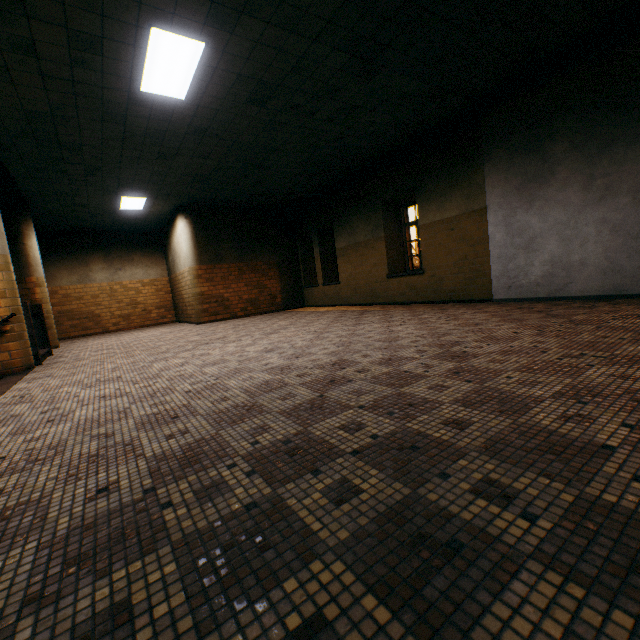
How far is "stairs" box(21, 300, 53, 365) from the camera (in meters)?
5.87

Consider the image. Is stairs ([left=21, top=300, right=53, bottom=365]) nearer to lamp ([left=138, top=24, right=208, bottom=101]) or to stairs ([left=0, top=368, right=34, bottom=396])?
stairs ([left=0, top=368, right=34, bottom=396])

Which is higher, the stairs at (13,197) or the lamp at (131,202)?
the lamp at (131,202)

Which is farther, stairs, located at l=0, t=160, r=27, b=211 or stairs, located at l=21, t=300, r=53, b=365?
stairs, located at l=0, t=160, r=27, b=211

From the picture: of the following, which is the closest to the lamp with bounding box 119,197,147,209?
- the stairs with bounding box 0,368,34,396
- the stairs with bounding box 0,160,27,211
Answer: the stairs with bounding box 0,160,27,211

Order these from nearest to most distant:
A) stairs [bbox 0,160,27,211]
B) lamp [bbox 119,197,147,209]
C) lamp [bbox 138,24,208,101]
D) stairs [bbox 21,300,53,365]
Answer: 1. lamp [bbox 138,24,208,101]
2. stairs [bbox 21,300,53,365]
3. stairs [bbox 0,160,27,211]
4. lamp [bbox 119,197,147,209]

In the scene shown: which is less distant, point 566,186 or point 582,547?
point 582,547

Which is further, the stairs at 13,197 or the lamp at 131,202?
the lamp at 131,202
